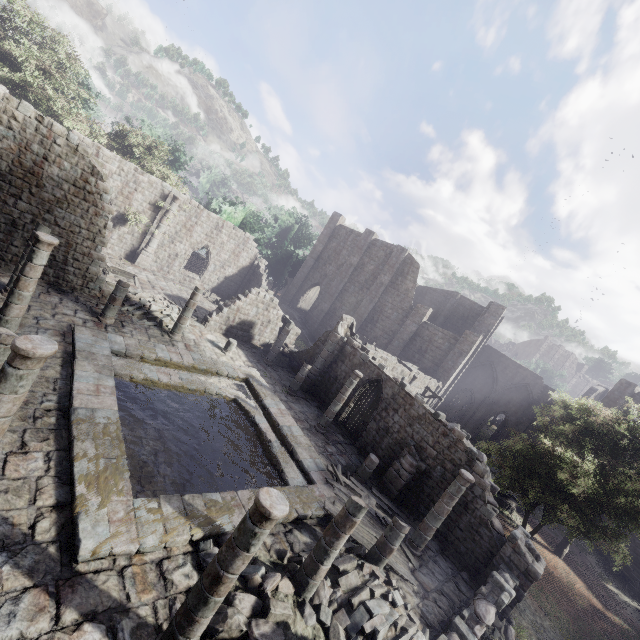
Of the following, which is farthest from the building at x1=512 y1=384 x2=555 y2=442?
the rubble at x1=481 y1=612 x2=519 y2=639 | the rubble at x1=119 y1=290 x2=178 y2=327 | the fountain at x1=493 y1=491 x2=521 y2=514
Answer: the fountain at x1=493 y1=491 x2=521 y2=514

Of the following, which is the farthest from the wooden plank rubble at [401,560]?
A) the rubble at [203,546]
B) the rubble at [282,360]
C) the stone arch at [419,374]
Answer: the rubble at [282,360]

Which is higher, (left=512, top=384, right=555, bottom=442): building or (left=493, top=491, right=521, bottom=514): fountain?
(left=512, top=384, right=555, bottom=442): building

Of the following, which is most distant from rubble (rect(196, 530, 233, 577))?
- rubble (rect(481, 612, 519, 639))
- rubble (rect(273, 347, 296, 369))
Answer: rubble (rect(273, 347, 296, 369))

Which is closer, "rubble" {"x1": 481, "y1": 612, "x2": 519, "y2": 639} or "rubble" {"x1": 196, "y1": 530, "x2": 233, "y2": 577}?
"rubble" {"x1": 196, "y1": 530, "x2": 233, "y2": 577}

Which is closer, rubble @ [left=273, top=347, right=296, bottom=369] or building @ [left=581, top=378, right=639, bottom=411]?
rubble @ [left=273, top=347, right=296, bottom=369]

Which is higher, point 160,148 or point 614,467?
point 160,148

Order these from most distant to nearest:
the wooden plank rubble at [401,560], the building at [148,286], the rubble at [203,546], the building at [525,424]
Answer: the building at [525,424], the wooden plank rubble at [401,560], the rubble at [203,546], the building at [148,286]
